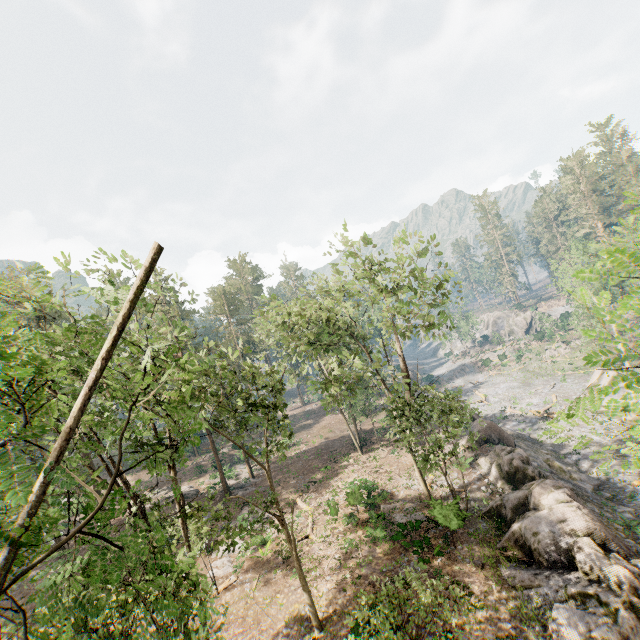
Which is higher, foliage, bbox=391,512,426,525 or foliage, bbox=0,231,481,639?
foliage, bbox=0,231,481,639

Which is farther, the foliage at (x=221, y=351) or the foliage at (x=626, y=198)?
the foliage at (x=626, y=198)

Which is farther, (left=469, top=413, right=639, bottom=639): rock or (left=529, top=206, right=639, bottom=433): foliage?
(left=469, top=413, right=639, bottom=639): rock

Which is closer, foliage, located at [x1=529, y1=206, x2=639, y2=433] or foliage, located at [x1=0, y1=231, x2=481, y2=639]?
foliage, located at [x1=529, y1=206, x2=639, y2=433]

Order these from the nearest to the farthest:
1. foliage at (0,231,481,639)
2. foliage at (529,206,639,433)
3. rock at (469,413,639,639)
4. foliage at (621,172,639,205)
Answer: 1. foliage at (529,206,639,433)
2. foliage at (0,231,481,639)
3. foliage at (621,172,639,205)
4. rock at (469,413,639,639)

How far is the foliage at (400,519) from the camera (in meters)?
20.05

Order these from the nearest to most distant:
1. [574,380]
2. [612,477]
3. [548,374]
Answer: [612,477] < [574,380] < [548,374]
